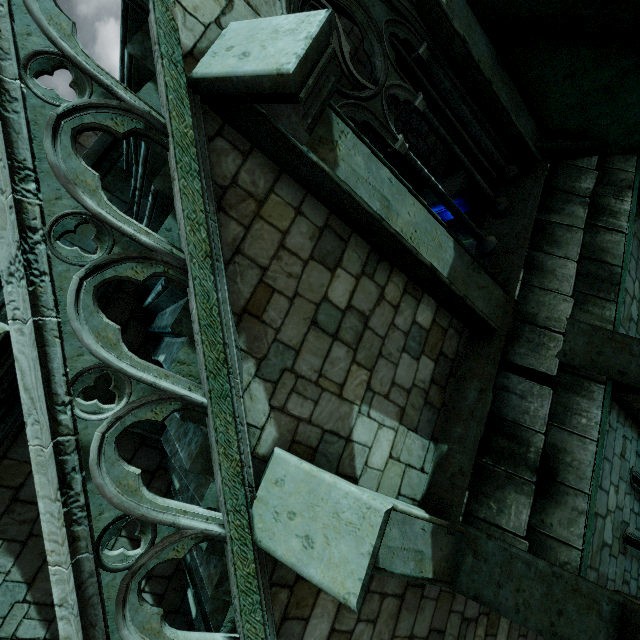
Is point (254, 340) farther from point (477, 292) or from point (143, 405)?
point (477, 292)

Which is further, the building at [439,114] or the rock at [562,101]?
the rock at [562,101]

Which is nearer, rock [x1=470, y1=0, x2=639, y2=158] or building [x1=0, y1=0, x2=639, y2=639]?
building [x1=0, y1=0, x2=639, y2=639]
